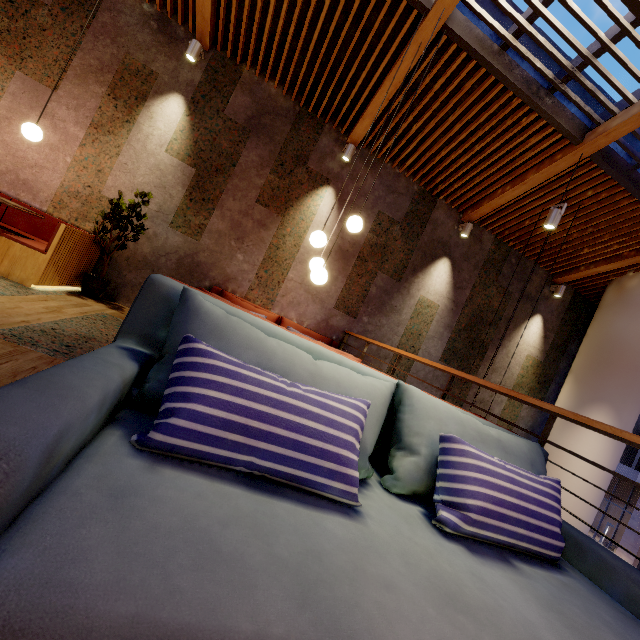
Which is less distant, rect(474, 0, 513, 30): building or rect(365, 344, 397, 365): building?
rect(474, 0, 513, 30): building

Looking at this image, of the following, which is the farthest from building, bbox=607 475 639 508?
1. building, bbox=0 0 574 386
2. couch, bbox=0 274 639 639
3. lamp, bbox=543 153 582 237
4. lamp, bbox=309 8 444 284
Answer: lamp, bbox=309 8 444 284

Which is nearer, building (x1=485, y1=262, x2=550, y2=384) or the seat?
the seat

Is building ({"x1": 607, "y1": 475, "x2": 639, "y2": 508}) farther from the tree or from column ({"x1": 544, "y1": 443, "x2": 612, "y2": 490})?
the tree

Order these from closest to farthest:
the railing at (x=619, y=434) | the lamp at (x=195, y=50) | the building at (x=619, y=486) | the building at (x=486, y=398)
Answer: the railing at (x=619, y=434), the lamp at (x=195, y=50), the building at (x=486, y=398), the building at (x=619, y=486)

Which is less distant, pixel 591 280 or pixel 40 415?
pixel 40 415

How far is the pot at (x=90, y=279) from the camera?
4.40m

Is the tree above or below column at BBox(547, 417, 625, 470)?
above
